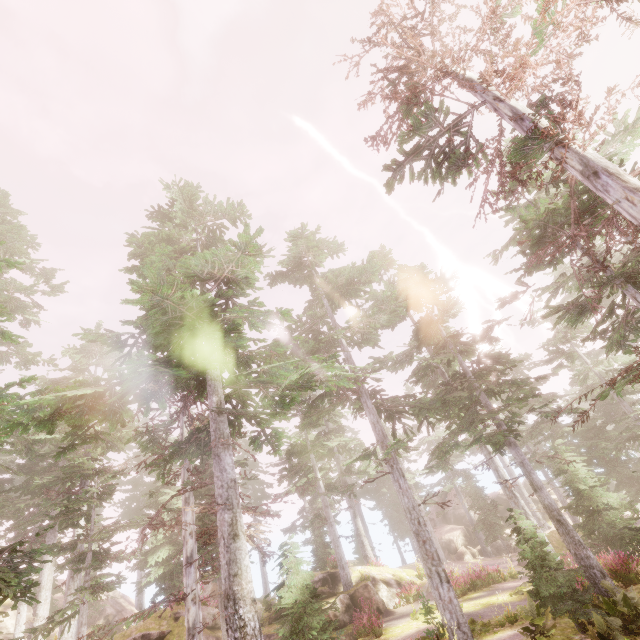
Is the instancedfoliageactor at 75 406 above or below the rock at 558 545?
above

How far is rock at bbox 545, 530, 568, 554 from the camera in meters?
25.2 m

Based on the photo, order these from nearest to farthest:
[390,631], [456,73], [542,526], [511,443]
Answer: [456,73] < [511,443] < [390,631] < [542,526]

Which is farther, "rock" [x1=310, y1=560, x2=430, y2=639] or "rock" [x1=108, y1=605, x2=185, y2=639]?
"rock" [x1=310, y1=560, x2=430, y2=639]

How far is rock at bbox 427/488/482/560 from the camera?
33.9m

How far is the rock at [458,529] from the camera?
33.88m

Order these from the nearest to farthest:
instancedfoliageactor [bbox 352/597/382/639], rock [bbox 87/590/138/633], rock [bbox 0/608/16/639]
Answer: instancedfoliageactor [bbox 352/597/382/639], rock [bbox 0/608/16/639], rock [bbox 87/590/138/633]

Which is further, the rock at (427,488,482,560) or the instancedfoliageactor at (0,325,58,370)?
the rock at (427,488,482,560)
